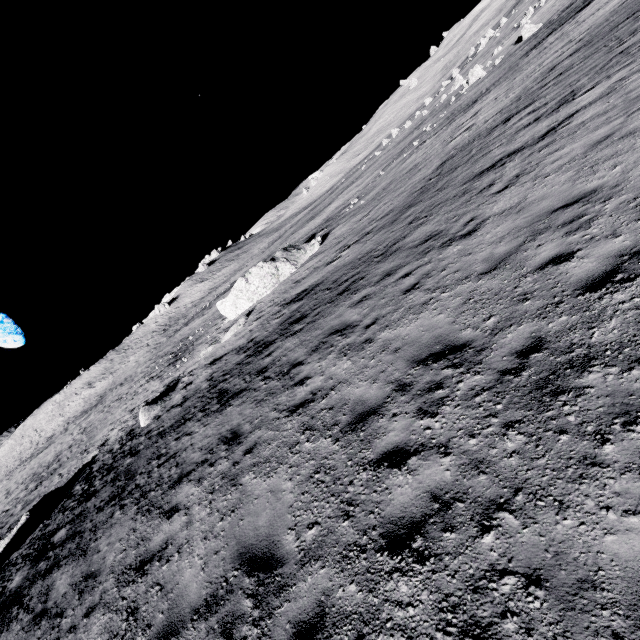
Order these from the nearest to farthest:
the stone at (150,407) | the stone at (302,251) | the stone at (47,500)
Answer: the stone at (47,500) → the stone at (150,407) → the stone at (302,251)

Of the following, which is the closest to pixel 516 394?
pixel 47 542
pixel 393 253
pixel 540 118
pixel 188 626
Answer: pixel 188 626

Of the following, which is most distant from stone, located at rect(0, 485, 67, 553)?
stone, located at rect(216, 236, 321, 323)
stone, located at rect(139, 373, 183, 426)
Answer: stone, located at rect(216, 236, 321, 323)

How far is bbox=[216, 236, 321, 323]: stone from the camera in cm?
2353

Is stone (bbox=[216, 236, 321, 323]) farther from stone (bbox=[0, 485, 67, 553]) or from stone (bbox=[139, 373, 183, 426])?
stone (bbox=[0, 485, 67, 553])

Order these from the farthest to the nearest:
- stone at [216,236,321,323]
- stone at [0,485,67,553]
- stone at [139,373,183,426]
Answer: stone at [216,236,321,323] < stone at [139,373,183,426] < stone at [0,485,67,553]

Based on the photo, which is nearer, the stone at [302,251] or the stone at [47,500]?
the stone at [47,500]
